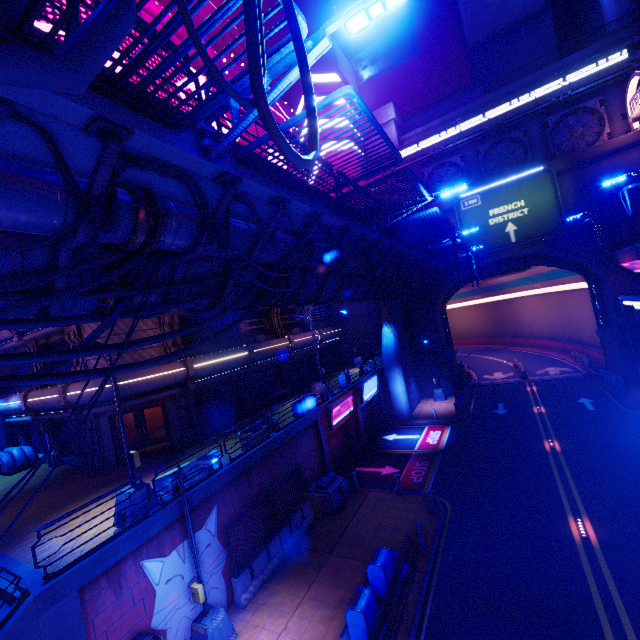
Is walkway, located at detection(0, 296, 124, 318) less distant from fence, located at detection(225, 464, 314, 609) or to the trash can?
fence, located at detection(225, 464, 314, 609)

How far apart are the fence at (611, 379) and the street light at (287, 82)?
31.6 meters

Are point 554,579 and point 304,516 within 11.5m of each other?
yes

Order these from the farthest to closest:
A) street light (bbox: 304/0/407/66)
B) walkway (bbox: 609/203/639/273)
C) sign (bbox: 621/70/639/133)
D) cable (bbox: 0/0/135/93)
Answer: sign (bbox: 621/70/639/133), walkway (bbox: 609/203/639/273), street light (bbox: 304/0/407/66), cable (bbox: 0/0/135/93)

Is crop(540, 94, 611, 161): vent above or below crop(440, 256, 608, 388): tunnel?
above

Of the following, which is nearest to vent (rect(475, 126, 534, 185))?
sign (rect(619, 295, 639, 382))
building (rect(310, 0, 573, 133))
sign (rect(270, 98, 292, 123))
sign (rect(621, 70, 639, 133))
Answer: sign (rect(621, 70, 639, 133))

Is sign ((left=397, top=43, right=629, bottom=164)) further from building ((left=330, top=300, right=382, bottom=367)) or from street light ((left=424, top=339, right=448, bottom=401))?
street light ((left=424, top=339, right=448, bottom=401))

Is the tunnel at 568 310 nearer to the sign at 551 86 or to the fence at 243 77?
the sign at 551 86
